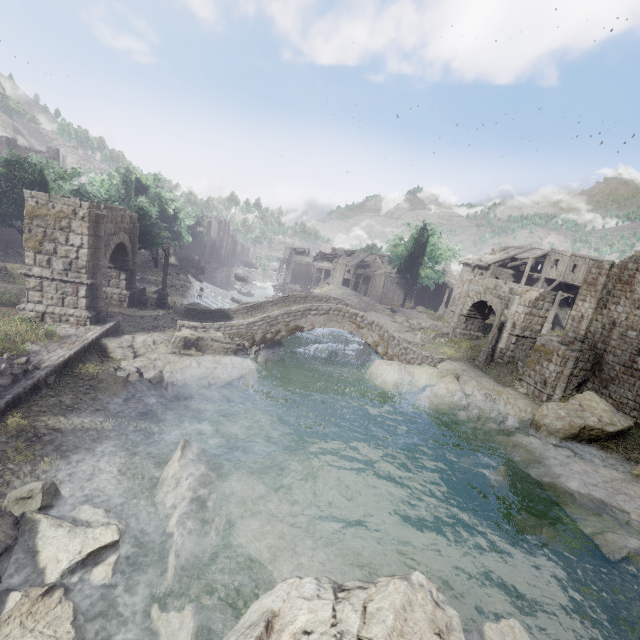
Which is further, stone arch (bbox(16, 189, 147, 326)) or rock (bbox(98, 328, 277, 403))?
rock (bbox(98, 328, 277, 403))

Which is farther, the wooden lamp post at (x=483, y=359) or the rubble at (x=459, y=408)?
the wooden lamp post at (x=483, y=359)

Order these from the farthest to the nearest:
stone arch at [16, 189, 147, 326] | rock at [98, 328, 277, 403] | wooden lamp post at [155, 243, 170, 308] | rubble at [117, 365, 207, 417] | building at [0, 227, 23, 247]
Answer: building at [0, 227, 23, 247] < wooden lamp post at [155, 243, 170, 308] < rock at [98, 328, 277, 403] < stone arch at [16, 189, 147, 326] < rubble at [117, 365, 207, 417]

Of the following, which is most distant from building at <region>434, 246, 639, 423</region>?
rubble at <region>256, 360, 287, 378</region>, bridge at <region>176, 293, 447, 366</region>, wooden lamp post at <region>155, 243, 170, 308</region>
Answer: rubble at <region>256, 360, 287, 378</region>

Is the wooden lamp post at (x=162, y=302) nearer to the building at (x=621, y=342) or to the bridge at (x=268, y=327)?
the bridge at (x=268, y=327)

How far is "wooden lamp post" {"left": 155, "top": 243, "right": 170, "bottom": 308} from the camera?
23.4 meters

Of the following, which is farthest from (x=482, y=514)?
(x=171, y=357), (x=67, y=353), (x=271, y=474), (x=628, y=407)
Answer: (x=67, y=353)

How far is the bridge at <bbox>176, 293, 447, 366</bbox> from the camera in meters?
20.7 m
